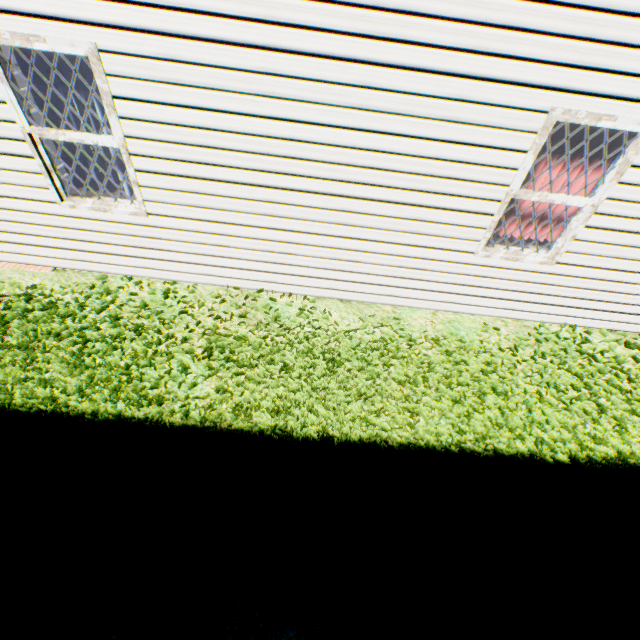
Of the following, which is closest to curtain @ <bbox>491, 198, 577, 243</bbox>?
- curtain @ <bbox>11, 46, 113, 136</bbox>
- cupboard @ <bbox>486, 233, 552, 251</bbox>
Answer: cupboard @ <bbox>486, 233, 552, 251</bbox>

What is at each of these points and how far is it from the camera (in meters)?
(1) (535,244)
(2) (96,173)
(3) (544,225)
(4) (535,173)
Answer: (1) cupboard, 4.46
(2) curtain, 3.82
(3) curtain, 4.08
(4) curtain, 3.56

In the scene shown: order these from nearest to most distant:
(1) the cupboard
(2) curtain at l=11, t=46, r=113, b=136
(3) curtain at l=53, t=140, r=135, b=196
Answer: (2) curtain at l=11, t=46, r=113, b=136 → (3) curtain at l=53, t=140, r=135, b=196 → (1) the cupboard

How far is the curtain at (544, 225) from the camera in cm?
383

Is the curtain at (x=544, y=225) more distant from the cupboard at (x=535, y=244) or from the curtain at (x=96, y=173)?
the curtain at (x=96, y=173)

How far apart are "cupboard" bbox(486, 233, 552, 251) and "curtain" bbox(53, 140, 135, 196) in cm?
384

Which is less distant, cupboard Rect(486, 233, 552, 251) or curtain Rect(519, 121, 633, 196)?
curtain Rect(519, 121, 633, 196)

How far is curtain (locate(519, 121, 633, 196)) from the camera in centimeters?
327cm
